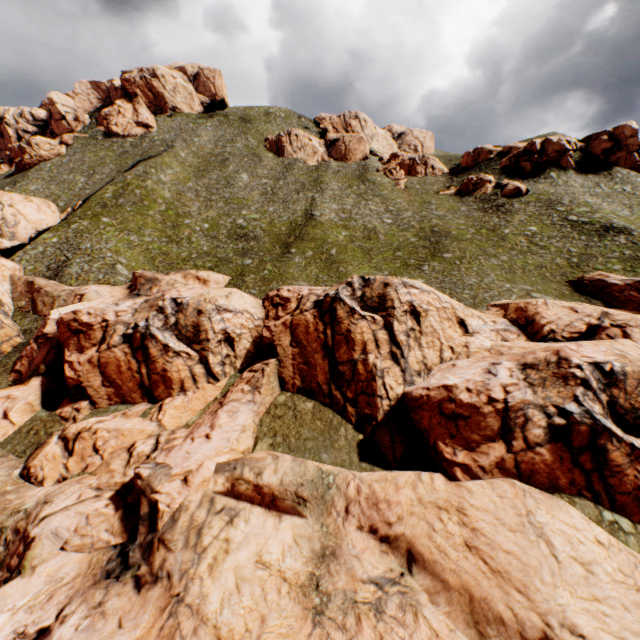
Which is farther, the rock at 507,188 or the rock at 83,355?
the rock at 507,188

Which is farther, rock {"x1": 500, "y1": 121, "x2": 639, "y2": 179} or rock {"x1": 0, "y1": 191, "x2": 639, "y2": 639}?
rock {"x1": 500, "y1": 121, "x2": 639, "y2": 179}

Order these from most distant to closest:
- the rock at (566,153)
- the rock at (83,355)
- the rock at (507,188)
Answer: the rock at (566,153) < the rock at (507,188) < the rock at (83,355)

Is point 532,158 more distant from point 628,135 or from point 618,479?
point 618,479

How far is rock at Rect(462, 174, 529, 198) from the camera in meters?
51.6

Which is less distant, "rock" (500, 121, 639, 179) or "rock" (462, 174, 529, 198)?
"rock" (462, 174, 529, 198)

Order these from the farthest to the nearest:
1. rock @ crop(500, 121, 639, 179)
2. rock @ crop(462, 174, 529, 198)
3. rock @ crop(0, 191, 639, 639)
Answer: rock @ crop(500, 121, 639, 179)
rock @ crop(462, 174, 529, 198)
rock @ crop(0, 191, 639, 639)

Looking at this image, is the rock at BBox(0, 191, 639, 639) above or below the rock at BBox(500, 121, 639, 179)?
below
